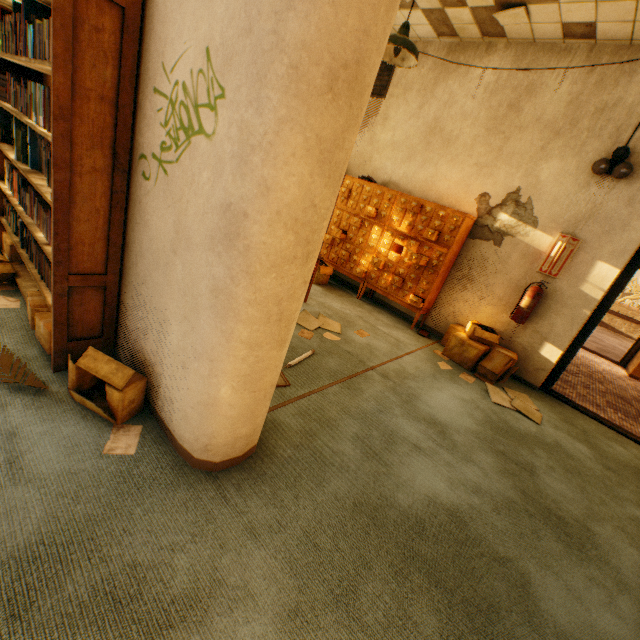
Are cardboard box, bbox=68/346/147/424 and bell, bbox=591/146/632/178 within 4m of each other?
no

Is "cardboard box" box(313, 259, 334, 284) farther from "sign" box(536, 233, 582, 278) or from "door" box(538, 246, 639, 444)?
"door" box(538, 246, 639, 444)

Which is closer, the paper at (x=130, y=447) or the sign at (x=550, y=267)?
the paper at (x=130, y=447)

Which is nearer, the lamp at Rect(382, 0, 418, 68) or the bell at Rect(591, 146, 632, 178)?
the lamp at Rect(382, 0, 418, 68)

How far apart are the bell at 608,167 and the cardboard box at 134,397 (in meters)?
5.16

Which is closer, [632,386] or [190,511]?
[190,511]

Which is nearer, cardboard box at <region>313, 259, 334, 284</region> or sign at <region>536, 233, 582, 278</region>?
sign at <region>536, 233, 582, 278</region>

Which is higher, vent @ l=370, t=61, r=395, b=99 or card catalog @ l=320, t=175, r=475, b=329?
vent @ l=370, t=61, r=395, b=99
